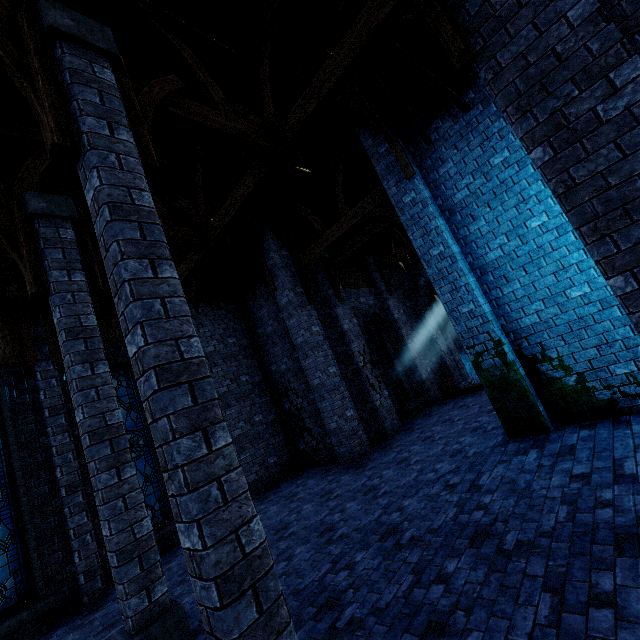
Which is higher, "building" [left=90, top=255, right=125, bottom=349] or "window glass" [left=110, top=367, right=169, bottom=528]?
"building" [left=90, top=255, right=125, bottom=349]

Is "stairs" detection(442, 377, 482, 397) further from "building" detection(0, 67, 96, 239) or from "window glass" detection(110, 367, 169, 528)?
"window glass" detection(110, 367, 169, 528)

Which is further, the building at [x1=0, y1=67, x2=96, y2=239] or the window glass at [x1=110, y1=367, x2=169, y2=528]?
the window glass at [x1=110, y1=367, x2=169, y2=528]

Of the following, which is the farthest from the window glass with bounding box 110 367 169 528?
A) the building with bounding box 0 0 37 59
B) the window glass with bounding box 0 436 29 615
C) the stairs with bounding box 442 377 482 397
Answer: the stairs with bounding box 442 377 482 397

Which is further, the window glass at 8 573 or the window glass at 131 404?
the window glass at 131 404

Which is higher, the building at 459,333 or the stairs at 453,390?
the building at 459,333

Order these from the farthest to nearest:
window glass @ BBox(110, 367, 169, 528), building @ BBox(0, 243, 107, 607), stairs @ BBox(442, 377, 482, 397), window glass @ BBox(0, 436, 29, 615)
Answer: stairs @ BBox(442, 377, 482, 397) < window glass @ BBox(110, 367, 169, 528) < building @ BBox(0, 243, 107, 607) < window glass @ BBox(0, 436, 29, 615)

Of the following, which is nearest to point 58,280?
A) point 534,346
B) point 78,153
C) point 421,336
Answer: point 78,153
